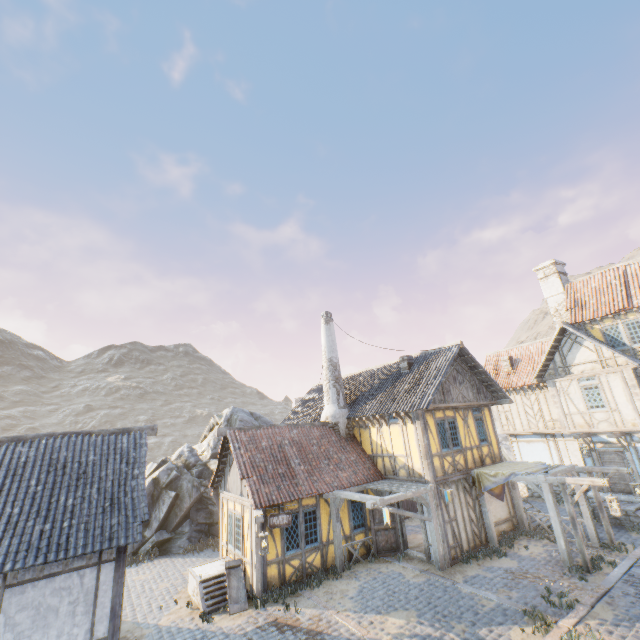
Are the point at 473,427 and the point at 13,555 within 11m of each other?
no

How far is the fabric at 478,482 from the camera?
13.2 meters

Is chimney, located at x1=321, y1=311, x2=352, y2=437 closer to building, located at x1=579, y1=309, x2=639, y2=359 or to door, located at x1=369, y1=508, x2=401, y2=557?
door, located at x1=369, y1=508, x2=401, y2=557

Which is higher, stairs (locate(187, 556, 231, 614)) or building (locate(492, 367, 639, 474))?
building (locate(492, 367, 639, 474))

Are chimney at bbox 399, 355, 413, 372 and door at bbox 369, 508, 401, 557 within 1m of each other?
no

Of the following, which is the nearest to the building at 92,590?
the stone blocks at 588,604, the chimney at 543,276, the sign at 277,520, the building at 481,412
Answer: the stone blocks at 588,604

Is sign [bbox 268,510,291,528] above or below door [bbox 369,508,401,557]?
above

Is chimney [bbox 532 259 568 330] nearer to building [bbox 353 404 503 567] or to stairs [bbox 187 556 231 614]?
building [bbox 353 404 503 567]
